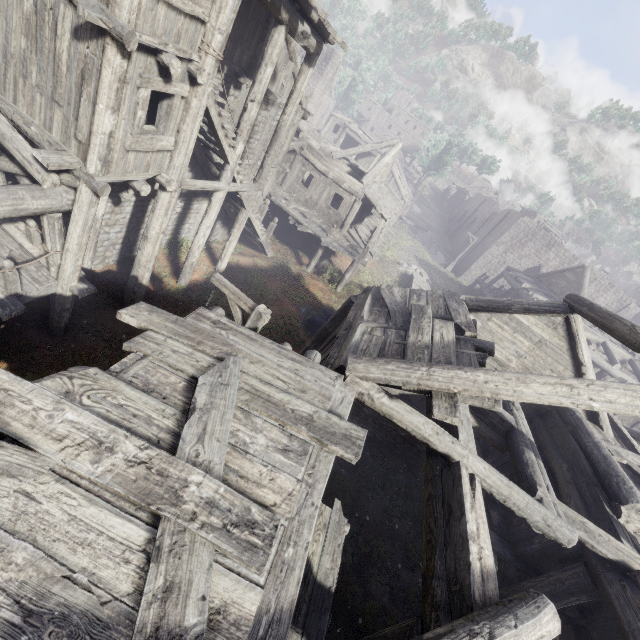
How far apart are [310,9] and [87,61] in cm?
603

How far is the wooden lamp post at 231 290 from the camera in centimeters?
694cm

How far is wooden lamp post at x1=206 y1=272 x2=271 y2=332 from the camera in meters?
6.9 m

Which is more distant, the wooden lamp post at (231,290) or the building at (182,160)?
the wooden lamp post at (231,290)

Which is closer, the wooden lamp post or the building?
the building
